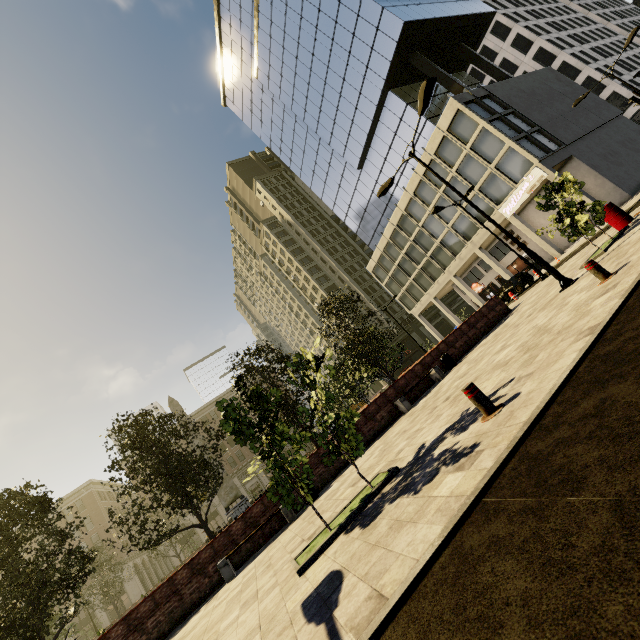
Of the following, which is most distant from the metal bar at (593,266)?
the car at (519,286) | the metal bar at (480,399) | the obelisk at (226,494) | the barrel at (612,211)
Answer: the obelisk at (226,494)

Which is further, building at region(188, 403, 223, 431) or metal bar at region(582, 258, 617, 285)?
building at region(188, 403, 223, 431)

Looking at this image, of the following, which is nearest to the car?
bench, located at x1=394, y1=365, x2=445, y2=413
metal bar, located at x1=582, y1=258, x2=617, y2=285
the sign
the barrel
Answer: the sign

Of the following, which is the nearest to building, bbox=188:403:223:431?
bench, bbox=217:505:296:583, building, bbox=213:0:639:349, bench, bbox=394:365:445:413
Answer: building, bbox=213:0:639:349

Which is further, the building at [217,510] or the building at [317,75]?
the building at [217,510]

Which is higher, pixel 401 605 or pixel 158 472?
pixel 158 472

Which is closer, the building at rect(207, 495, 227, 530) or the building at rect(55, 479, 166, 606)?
the building at rect(55, 479, 166, 606)

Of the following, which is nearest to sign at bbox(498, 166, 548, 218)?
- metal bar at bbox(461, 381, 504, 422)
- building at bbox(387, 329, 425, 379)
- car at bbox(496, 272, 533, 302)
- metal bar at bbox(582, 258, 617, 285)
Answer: car at bbox(496, 272, 533, 302)
